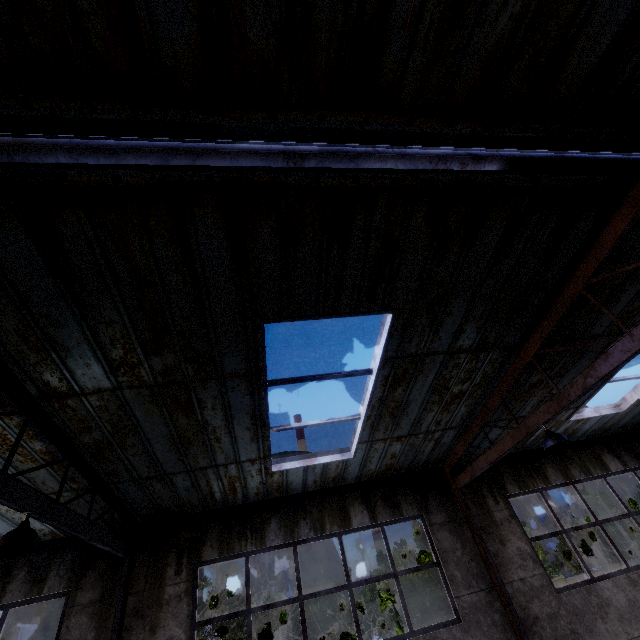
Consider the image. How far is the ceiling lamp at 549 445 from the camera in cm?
540

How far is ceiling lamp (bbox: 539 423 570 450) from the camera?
5.4 meters

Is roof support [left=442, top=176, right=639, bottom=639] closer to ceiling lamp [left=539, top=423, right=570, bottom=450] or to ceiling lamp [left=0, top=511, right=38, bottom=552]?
ceiling lamp [left=539, top=423, right=570, bottom=450]

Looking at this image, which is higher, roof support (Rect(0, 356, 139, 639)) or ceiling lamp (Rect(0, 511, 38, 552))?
roof support (Rect(0, 356, 139, 639))

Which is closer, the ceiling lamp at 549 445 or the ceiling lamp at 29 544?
the ceiling lamp at 29 544

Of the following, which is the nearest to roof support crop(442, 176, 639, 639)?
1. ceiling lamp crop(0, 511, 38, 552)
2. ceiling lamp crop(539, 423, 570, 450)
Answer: ceiling lamp crop(539, 423, 570, 450)

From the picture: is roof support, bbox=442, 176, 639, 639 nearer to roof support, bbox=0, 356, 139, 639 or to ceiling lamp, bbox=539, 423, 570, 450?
ceiling lamp, bbox=539, 423, 570, 450

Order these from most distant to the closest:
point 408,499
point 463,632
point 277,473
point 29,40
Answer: point 408,499
point 277,473
point 463,632
point 29,40
